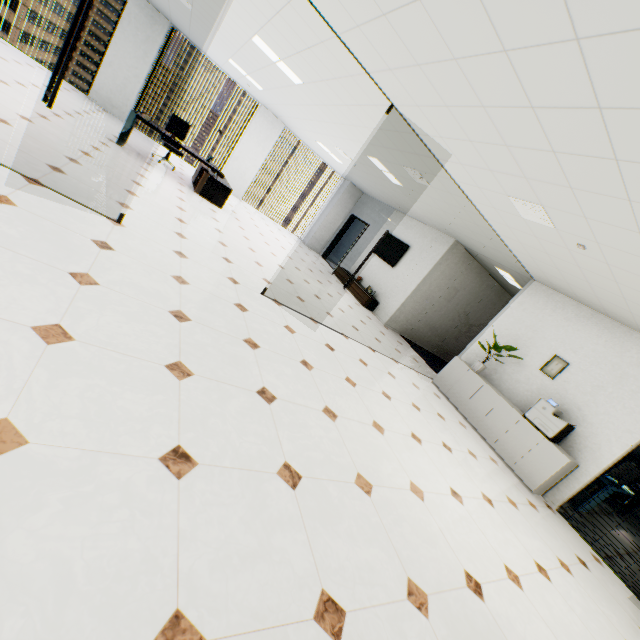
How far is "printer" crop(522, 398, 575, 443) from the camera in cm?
516

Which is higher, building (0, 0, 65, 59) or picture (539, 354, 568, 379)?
picture (539, 354, 568, 379)

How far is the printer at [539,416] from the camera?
5.2 meters

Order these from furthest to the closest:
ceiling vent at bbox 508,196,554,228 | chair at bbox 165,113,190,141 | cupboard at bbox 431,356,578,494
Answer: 1. chair at bbox 165,113,190,141
2. cupboard at bbox 431,356,578,494
3. ceiling vent at bbox 508,196,554,228

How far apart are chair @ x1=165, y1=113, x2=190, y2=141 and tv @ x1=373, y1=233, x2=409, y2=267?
6.2m

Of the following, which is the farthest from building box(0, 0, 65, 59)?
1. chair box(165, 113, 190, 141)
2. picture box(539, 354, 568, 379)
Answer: Answer: picture box(539, 354, 568, 379)

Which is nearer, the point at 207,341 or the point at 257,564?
the point at 257,564

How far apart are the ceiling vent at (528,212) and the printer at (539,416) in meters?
3.1
